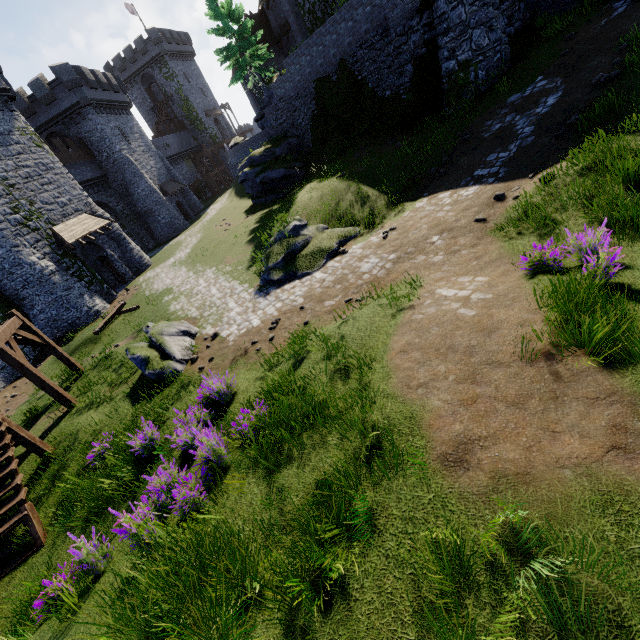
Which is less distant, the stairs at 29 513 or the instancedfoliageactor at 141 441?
the instancedfoliageactor at 141 441

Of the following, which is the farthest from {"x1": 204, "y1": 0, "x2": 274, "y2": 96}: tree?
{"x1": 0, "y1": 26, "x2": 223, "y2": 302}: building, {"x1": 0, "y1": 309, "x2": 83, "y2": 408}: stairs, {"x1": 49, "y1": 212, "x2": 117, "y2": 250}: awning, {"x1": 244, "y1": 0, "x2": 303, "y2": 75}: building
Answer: {"x1": 0, "y1": 309, "x2": 83, "y2": 408}: stairs

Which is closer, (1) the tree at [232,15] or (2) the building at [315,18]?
(2) the building at [315,18]

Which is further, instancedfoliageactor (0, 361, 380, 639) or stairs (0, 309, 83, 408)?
stairs (0, 309, 83, 408)

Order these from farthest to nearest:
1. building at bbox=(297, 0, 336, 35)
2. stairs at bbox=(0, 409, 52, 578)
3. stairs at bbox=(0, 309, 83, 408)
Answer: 1. building at bbox=(297, 0, 336, 35)
2. stairs at bbox=(0, 309, 83, 408)
3. stairs at bbox=(0, 409, 52, 578)

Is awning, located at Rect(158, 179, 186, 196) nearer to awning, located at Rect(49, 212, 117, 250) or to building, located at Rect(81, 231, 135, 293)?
building, located at Rect(81, 231, 135, 293)

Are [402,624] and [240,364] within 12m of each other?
yes

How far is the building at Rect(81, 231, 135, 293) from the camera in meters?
24.9 m
